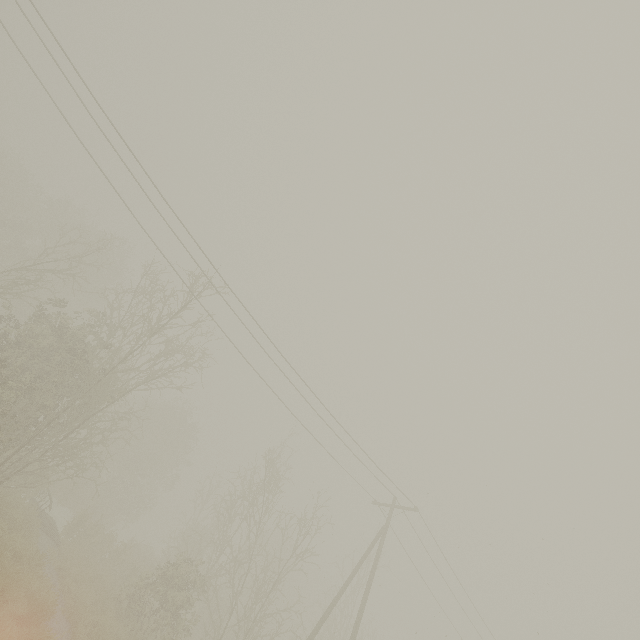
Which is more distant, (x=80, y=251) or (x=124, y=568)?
(x=80, y=251)
